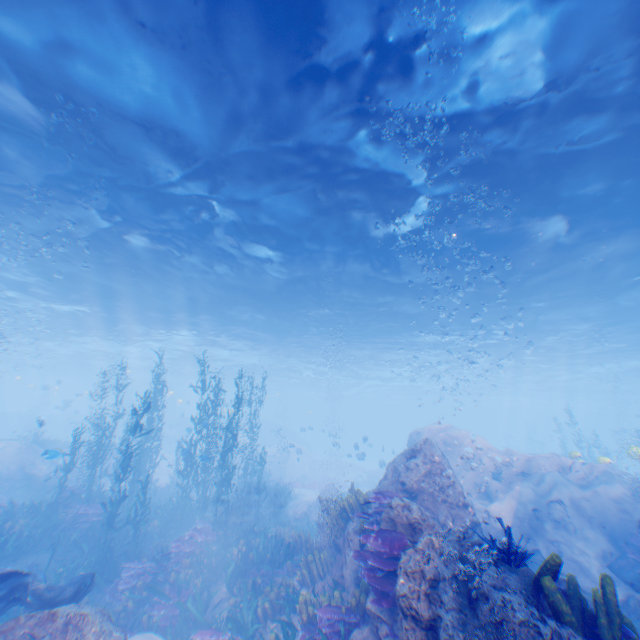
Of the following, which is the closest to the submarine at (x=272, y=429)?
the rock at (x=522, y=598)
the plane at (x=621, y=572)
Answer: the rock at (x=522, y=598)

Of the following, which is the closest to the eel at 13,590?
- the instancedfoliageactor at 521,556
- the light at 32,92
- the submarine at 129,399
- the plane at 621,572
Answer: the submarine at 129,399

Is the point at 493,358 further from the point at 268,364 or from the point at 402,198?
the point at 402,198

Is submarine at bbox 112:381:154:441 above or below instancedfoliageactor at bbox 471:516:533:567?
above

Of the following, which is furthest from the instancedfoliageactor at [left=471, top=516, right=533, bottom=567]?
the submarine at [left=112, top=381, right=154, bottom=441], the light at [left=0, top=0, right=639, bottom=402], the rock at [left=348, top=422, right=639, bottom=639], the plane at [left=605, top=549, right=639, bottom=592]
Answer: the submarine at [left=112, top=381, right=154, bottom=441]

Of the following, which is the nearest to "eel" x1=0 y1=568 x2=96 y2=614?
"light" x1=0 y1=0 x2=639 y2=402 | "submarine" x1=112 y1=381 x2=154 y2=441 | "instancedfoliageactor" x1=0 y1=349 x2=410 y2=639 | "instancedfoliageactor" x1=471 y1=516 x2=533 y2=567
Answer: "instancedfoliageactor" x1=0 y1=349 x2=410 y2=639

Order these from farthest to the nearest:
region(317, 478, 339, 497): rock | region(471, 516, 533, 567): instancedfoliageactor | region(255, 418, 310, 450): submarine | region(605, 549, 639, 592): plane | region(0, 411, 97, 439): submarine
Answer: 1. region(255, 418, 310, 450): submarine
2. region(0, 411, 97, 439): submarine
3. region(317, 478, 339, 497): rock
4. region(605, 549, 639, 592): plane
5. region(471, 516, 533, 567): instancedfoliageactor

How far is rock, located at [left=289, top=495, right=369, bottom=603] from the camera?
7.6m
